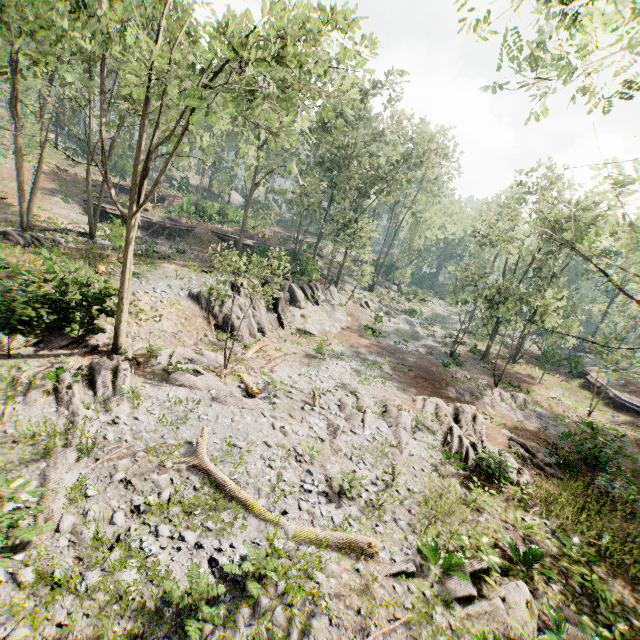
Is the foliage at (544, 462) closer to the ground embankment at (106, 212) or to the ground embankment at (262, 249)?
the ground embankment at (262, 249)

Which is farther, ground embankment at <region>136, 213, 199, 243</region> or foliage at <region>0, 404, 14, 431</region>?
ground embankment at <region>136, 213, 199, 243</region>

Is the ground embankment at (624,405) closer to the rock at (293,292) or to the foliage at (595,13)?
the foliage at (595,13)

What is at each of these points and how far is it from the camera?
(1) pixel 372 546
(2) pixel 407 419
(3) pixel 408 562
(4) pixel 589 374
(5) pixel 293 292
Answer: (1) foliage, 8.95m
(2) foliage, 15.67m
(3) foliage, 8.70m
(4) ground embankment, 36.03m
(5) rock, 28.77m

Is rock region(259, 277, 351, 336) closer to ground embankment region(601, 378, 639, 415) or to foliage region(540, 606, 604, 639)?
foliage region(540, 606, 604, 639)

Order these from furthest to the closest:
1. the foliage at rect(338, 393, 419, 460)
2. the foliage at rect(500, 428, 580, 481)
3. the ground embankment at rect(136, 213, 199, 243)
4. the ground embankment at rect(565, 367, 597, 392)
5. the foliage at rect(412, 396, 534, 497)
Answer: the ground embankment at rect(136, 213, 199, 243) < the ground embankment at rect(565, 367, 597, 392) < the foliage at rect(500, 428, 580, 481) < the foliage at rect(338, 393, 419, 460) < the foliage at rect(412, 396, 534, 497)

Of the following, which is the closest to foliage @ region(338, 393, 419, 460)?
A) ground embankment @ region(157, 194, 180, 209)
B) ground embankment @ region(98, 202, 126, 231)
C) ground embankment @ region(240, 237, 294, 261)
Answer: ground embankment @ region(240, 237, 294, 261)
